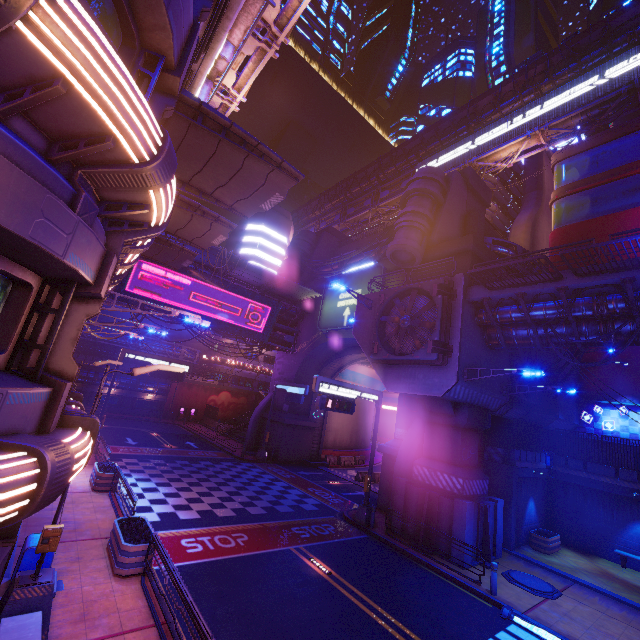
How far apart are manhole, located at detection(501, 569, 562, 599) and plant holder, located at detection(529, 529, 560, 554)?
4.04m

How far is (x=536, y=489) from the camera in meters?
20.5 m

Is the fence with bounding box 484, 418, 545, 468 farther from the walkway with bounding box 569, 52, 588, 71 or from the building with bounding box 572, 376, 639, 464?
the walkway with bounding box 569, 52, 588, 71

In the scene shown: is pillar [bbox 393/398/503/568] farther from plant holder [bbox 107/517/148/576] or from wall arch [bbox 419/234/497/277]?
plant holder [bbox 107/517/148/576]

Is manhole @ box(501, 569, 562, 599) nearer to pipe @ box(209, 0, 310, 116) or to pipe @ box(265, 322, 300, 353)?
pipe @ box(209, 0, 310, 116)

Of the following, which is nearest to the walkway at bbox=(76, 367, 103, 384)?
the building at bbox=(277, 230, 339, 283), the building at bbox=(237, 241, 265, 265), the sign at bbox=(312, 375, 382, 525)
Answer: the building at bbox=(237, 241, 265, 265)

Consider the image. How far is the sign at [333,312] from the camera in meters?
27.9

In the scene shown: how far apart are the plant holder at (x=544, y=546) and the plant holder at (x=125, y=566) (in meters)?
19.75
